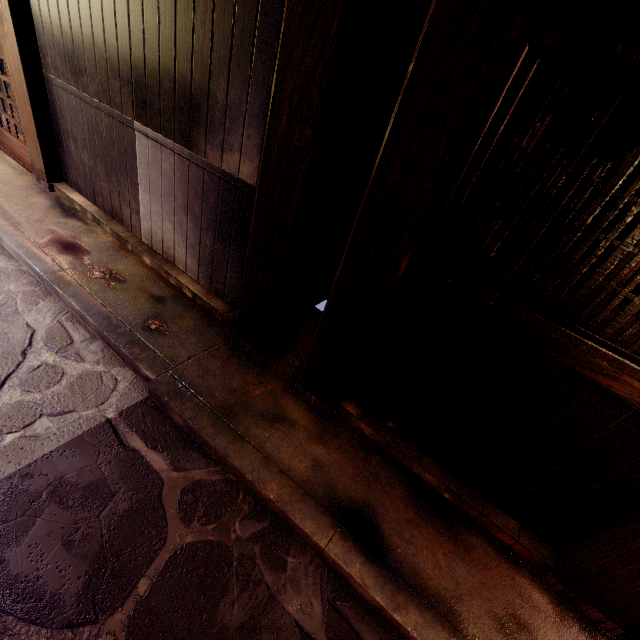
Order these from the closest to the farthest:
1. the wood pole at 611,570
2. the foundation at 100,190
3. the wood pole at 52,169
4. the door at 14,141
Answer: the wood pole at 611,570
the foundation at 100,190
the wood pole at 52,169
the door at 14,141

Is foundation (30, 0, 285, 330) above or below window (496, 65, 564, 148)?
below

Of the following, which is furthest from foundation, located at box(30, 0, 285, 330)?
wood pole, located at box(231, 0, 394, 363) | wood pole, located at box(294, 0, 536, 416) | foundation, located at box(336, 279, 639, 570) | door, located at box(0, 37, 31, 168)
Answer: foundation, located at box(336, 279, 639, 570)

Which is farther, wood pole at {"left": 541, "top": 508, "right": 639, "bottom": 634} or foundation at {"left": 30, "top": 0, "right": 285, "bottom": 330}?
foundation at {"left": 30, "top": 0, "right": 285, "bottom": 330}

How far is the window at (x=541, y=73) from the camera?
2.72m

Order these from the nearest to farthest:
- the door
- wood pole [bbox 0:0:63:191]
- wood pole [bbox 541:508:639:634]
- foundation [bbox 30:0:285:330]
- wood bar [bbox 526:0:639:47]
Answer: wood bar [bbox 526:0:639:47] → wood pole [bbox 541:508:639:634] → foundation [bbox 30:0:285:330] → wood pole [bbox 0:0:63:191] → the door

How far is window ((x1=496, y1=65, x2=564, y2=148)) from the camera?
2.7 meters

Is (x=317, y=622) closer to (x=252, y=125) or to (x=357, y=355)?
(x=357, y=355)
